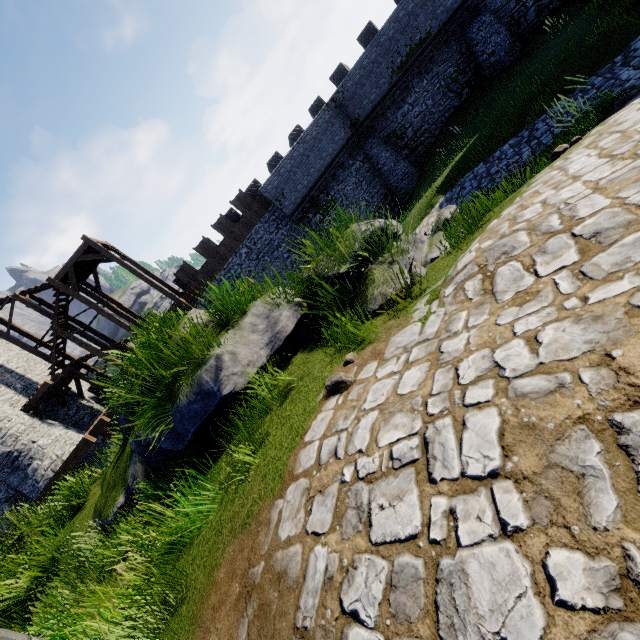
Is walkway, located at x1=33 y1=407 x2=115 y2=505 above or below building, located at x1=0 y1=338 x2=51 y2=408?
below

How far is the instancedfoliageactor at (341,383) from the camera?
3.1m

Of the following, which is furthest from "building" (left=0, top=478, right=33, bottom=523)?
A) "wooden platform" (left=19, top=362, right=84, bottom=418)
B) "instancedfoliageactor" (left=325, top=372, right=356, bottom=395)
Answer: "instancedfoliageactor" (left=325, top=372, right=356, bottom=395)

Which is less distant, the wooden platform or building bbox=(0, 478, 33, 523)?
building bbox=(0, 478, 33, 523)

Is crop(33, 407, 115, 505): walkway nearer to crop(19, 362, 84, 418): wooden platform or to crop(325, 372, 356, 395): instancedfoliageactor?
crop(19, 362, 84, 418): wooden platform

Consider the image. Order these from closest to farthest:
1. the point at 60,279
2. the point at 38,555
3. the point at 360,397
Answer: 1. the point at 360,397
2. the point at 38,555
3. the point at 60,279

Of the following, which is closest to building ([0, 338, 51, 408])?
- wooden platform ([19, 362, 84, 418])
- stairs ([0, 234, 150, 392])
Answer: wooden platform ([19, 362, 84, 418])

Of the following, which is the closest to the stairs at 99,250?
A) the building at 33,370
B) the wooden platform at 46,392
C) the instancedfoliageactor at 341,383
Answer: the wooden platform at 46,392
